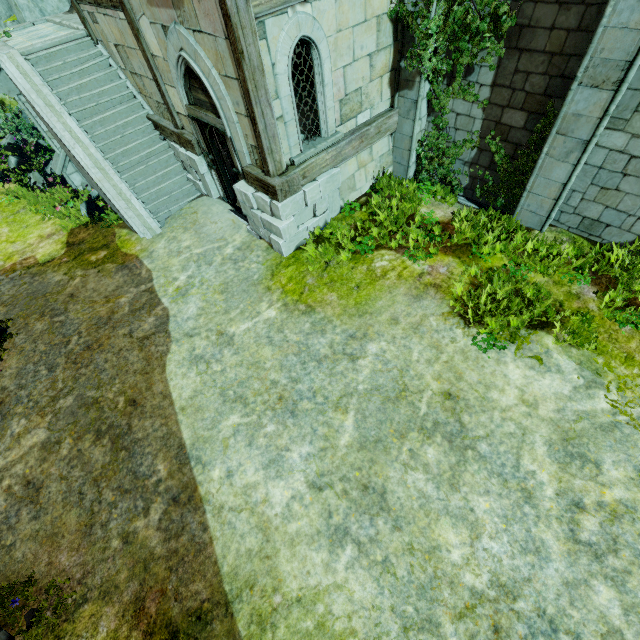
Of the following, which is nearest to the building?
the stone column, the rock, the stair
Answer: the stair

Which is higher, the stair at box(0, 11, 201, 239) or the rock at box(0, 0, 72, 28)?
the rock at box(0, 0, 72, 28)

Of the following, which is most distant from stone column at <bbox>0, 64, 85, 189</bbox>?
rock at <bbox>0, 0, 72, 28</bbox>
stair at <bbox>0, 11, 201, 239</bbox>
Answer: rock at <bbox>0, 0, 72, 28</bbox>

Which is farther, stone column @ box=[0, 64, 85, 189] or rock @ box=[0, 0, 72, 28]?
rock @ box=[0, 0, 72, 28]

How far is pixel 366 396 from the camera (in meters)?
5.77

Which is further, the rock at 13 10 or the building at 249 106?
the rock at 13 10

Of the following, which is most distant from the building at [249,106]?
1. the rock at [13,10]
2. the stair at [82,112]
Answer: the rock at [13,10]

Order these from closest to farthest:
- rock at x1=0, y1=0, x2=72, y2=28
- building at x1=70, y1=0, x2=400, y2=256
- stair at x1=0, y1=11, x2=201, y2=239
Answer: building at x1=70, y1=0, x2=400, y2=256, stair at x1=0, y1=11, x2=201, y2=239, rock at x1=0, y1=0, x2=72, y2=28
